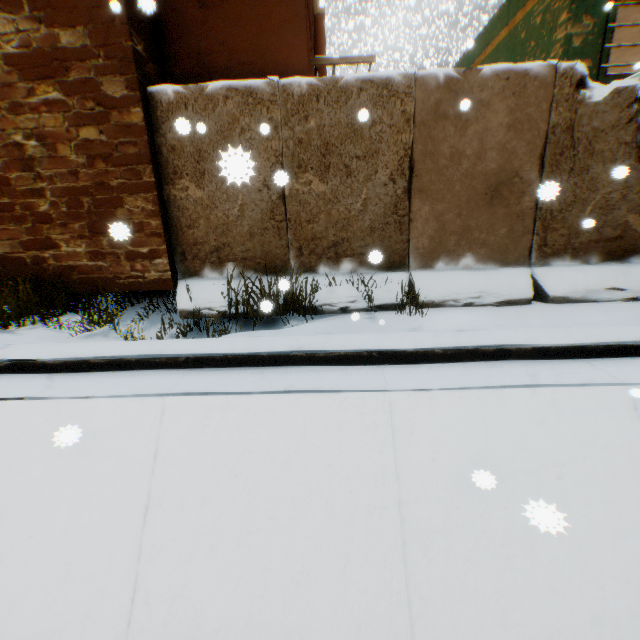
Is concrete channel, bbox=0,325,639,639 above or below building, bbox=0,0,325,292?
below

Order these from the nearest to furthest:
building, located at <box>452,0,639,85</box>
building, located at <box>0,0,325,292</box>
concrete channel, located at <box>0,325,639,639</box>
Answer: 1. concrete channel, located at <box>0,325,639,639</box>
2. building, located at <box>0,0,325,292</box>
3. building, located at <box>452,0,639,85</box>

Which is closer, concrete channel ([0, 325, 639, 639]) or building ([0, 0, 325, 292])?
concrete channel ([0, 325, 639, 639])

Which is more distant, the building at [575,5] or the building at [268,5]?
the building at [575,5]

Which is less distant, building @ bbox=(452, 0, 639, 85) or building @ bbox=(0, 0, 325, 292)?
building @ bbox=(0, 0, 325, 292)

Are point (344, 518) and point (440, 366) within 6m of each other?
yes

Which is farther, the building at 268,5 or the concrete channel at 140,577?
the building at 268,5
